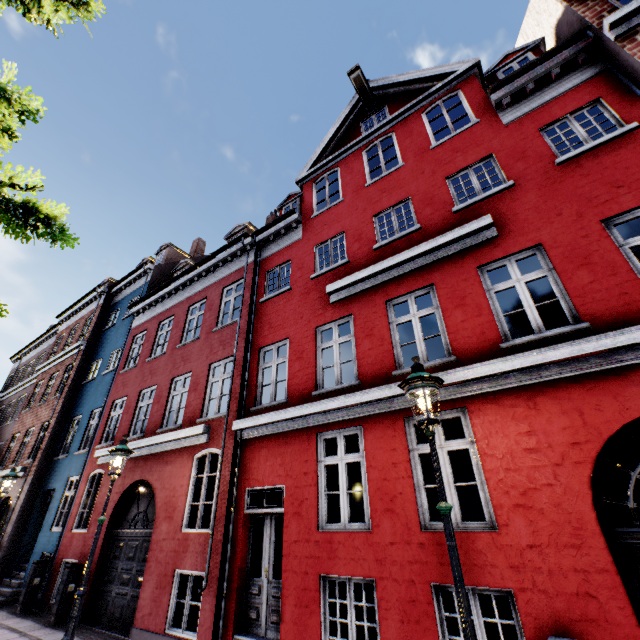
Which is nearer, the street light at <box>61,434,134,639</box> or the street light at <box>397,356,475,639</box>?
the street light at <box>397,356,475,639</box>

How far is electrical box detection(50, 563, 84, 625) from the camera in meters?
8.6

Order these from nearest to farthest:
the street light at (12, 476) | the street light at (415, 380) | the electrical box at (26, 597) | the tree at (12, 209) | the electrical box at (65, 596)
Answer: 1. the street light at (415, 380)
2. the tree at (12, 209)
3. the electrical box at (65, 596)
4. the electrical box at (26, 597)
5. the street light at (12, 476)

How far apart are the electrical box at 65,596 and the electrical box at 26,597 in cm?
209

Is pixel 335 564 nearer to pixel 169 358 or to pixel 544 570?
pixel 544 570

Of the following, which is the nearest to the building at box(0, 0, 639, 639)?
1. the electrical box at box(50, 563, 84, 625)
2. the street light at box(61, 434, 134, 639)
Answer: the electrical box at box(50, 563, 84, 625)

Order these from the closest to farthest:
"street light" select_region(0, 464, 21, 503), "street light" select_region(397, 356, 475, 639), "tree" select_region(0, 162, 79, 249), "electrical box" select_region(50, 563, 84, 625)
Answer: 1. "street light" select_region(397, 356, 475, 639)
2. "tree" select_region(0, 162, 79, 249)
3. "electrical box" select_region(50, 563, 84, 625)
4. "street light" select_region(0, 464, 21, 503)
